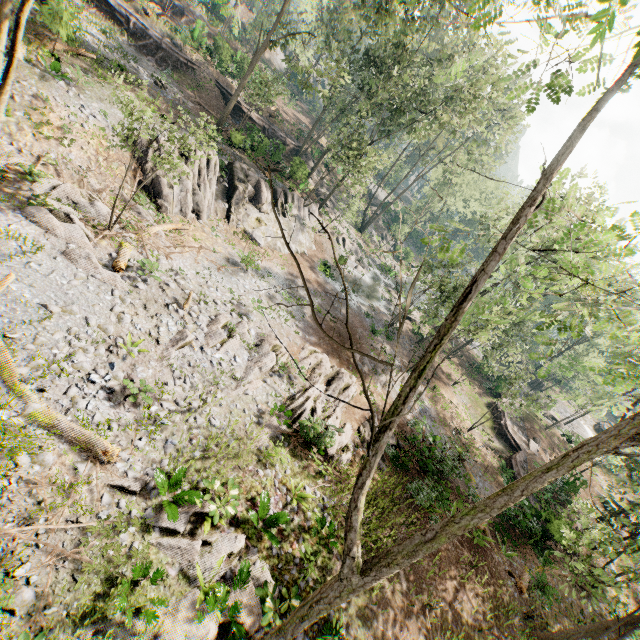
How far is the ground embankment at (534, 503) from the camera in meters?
17.9 m

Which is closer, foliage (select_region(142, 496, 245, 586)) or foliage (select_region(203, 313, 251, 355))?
foliage (select_region(142, 496, 245, 586))

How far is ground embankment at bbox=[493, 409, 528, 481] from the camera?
24.9 meters

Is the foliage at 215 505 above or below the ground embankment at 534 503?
below

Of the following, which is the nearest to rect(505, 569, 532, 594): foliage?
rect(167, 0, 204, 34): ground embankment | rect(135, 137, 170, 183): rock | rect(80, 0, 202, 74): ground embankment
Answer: rect(135, 137, 170, 183): rock

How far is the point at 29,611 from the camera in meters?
6.2 m
